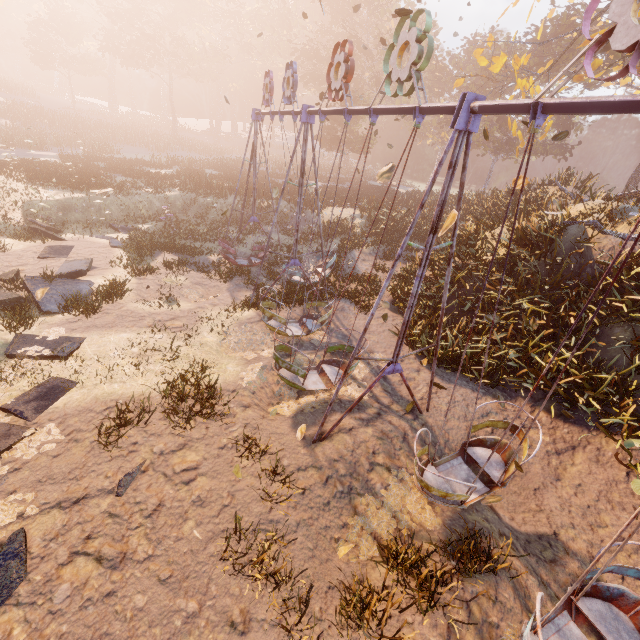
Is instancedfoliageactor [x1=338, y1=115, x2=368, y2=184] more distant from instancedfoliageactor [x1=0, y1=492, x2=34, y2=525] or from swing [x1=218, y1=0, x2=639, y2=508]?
instancedfoliageactor [x1=0, y1=492, x2=34, y2=525]

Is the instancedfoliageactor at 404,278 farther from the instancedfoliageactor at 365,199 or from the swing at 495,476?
the instancedfoliageactor at 365,199

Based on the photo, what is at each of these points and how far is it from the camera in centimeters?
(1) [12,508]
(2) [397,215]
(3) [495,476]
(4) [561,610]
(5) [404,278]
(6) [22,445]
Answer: (1) instancedfoliageactor, 487cm
(2) instancedfoliageactor, 2239cm
(3) swing, 612cm
(4) swing, 459cm
(5) instancedfoliageactor, 1370cm
(6) instancedfoliageactor, 577cm

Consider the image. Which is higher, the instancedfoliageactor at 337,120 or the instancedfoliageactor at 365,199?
the instancedfoliageactor at 337,120

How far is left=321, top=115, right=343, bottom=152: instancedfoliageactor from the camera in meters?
33.9 m

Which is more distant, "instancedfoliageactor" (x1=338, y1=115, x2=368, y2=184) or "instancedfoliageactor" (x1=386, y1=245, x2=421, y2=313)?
"instancedfoliageactor" (x1=338, y1=115, x2=368, y2=184)

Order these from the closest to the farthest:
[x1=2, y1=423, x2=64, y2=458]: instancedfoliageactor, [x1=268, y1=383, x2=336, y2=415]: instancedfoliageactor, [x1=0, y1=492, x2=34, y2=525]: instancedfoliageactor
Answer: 1. [x1=0, y1=492, x2=34, y2=525]: instancedfoliageactor
2. [x1=2, y1=423, x2=64, y2=458]: instancedfoliageactor
3. [x1=268, y1=383, x2=336, y2=415]: instancedfoliageactor

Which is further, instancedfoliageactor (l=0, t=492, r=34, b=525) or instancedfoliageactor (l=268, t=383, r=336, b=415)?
instancedfoliageactor (l=268, t=383, r=336, b=415)
